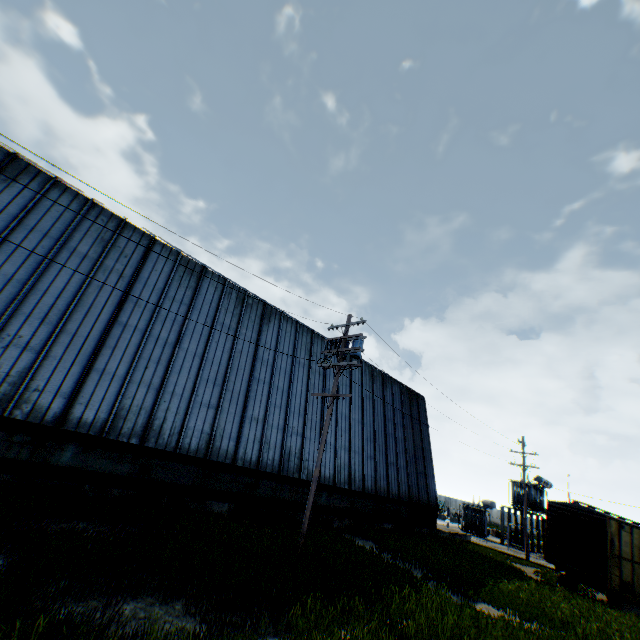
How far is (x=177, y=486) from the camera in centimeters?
1335cm

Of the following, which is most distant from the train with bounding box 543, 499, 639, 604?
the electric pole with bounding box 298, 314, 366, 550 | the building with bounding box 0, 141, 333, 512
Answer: the electric pole with bounding box 298, 314, 366, 550

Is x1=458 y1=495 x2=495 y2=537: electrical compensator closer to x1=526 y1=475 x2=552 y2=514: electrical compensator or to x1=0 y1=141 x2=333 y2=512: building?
x1=526 y1=475 x2=552 y2=514: electrical compensator

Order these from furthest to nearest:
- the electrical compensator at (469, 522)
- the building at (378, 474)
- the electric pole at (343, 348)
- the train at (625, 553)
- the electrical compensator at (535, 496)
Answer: the electrical compensator at (535, 496), the electrical compensator at (469, 522), the building at (378, 474), the train at (625, 553), the electric pole at (343, 348)

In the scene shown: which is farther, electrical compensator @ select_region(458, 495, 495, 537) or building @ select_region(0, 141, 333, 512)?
electrical compensator @ select_region(458, 495, 495, 537)

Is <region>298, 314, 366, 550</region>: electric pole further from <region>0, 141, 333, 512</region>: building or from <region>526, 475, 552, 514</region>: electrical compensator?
<region>526, 475, 552, 514</region>: electrical compensator

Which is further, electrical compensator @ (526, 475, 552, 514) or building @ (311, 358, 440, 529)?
electrical compensator @ (526, 475, 552, 514)

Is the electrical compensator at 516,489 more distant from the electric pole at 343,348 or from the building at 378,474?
the electric pole at 343,348
